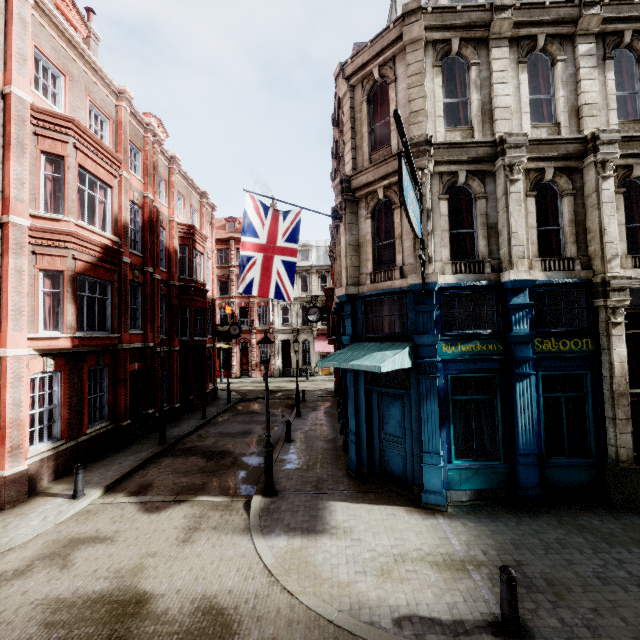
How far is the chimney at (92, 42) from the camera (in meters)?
17.48

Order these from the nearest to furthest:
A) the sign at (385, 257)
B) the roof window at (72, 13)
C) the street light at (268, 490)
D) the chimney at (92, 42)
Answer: the street light at (268, 490)
the sign at (385, 257)
the roof window at (72, 13)
the chimney at (92, 42)

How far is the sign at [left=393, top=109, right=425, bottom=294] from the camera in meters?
5.7

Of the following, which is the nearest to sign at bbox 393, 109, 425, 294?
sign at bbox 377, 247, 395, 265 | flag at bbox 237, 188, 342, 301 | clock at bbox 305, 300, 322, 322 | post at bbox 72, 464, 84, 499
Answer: sign at bbox 377, 247, 395, 265

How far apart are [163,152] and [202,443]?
16.69m

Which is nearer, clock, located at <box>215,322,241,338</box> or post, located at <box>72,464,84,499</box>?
post, located at <box>72,464,84,499</box>

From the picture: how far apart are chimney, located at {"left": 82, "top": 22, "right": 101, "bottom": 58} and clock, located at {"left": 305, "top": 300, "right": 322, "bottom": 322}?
17.1m

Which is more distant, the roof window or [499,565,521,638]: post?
the roof window
